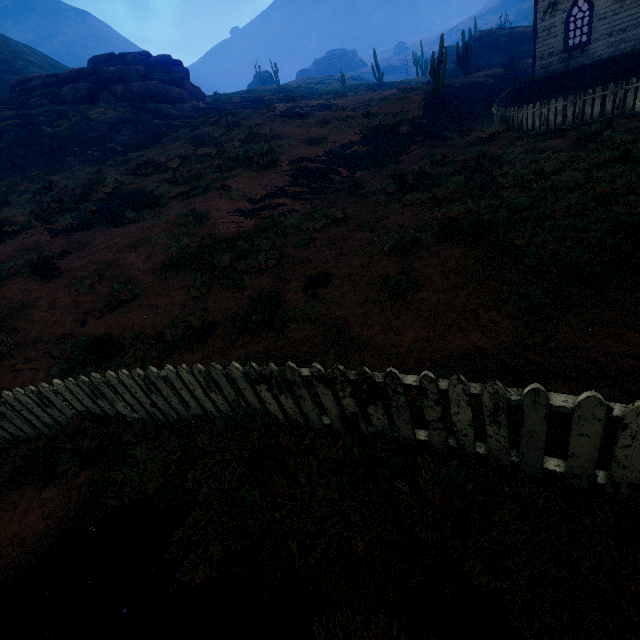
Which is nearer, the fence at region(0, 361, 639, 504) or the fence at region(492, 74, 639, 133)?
the fence at region(0, 361, 639, 504)

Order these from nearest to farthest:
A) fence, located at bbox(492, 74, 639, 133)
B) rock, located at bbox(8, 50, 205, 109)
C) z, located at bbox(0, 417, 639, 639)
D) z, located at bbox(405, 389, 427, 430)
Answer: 1. z, located at bbox(0, 417, 639, 639)
2. z, located at bbox(405, 389, 427, 430)
3. fence, located at bbox(492, 74, 639, 133)
4. rock, located at bbox(8, 50, 205, 109)

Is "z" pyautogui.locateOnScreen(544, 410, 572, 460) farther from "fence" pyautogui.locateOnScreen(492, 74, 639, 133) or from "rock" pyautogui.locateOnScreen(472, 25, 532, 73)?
"rock" pyautogui.locateOnScreen(472, 25, 532, 73)

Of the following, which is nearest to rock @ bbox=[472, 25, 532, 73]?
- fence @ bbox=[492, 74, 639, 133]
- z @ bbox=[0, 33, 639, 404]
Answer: z @ bbox=[0, 33, 639, 404]

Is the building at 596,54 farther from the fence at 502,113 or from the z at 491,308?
the fence at 502,113

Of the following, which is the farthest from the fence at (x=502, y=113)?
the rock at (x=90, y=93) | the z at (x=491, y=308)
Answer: the rock at (x=90, y=93)

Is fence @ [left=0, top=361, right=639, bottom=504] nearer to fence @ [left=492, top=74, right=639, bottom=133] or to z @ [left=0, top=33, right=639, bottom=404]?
z @ [left=0, top=33, right=639, bottom=404]

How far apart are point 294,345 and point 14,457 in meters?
4.7
